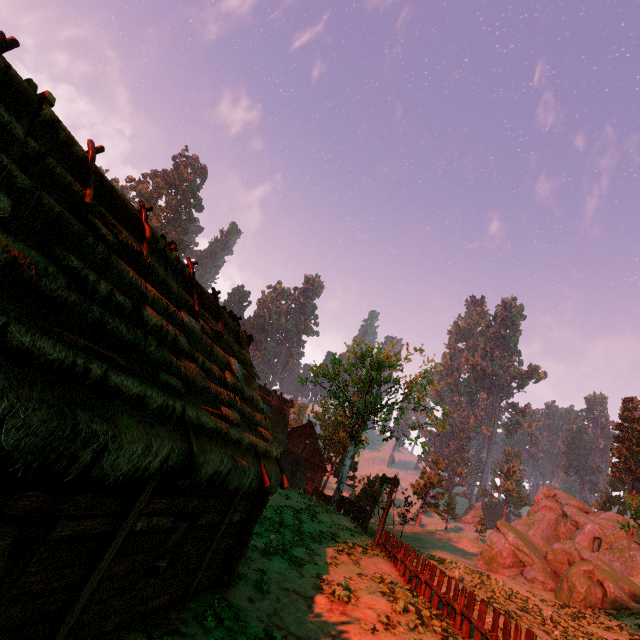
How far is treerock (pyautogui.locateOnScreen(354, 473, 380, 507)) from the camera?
28.0 meters

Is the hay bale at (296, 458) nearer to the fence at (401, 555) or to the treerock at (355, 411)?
the treerock at (355, 411)

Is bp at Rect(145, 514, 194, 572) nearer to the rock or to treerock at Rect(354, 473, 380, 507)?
treerock at Rect(354, 473, 380, 507)

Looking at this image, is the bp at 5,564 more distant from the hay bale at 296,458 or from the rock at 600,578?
the rock at 600,578

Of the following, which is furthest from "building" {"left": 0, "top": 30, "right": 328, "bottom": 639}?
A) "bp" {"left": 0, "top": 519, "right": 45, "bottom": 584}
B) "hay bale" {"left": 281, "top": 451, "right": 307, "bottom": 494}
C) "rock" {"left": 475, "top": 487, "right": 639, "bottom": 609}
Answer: "rock" {"left": 475, "top": 487, "right": 639, "bottom": 609}

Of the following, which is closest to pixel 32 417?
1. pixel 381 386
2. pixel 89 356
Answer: pixel 89 356

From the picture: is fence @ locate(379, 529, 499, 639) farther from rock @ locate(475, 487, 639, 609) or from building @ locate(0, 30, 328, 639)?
rock @ locate(475, 487, 639, 609)

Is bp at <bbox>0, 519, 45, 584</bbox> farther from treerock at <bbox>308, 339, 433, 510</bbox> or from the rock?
the rock
